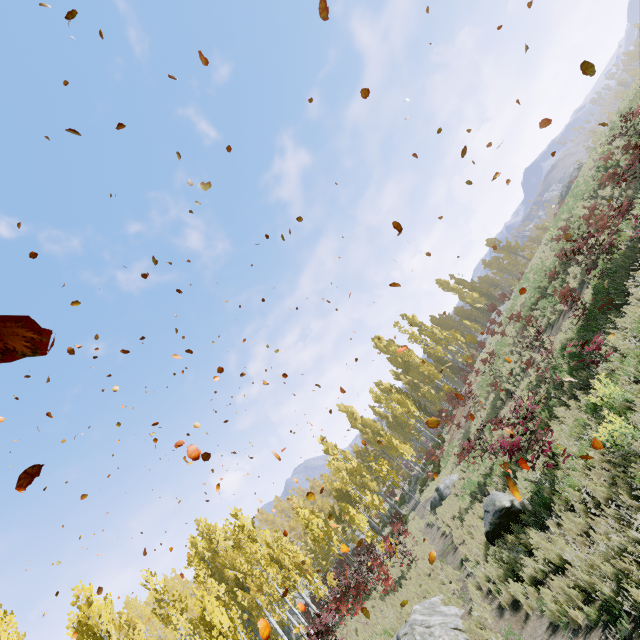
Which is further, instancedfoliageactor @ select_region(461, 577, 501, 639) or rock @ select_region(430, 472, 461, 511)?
rock @ select_region(430, 472, 461, 511)

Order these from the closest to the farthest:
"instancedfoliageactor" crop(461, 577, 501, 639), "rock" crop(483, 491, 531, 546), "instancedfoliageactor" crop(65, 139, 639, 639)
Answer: "instancedfoliageactor" crop(461, 577, 501, 639) < "instancedfoliageactor" crop(65, 139, 639, 639) < "rock" crop(483, 491, 531, 546)

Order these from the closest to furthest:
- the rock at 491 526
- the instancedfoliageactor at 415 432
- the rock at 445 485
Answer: the instancedfoliageactor at 415 432
the rock at 491 526
the rock at 445 485

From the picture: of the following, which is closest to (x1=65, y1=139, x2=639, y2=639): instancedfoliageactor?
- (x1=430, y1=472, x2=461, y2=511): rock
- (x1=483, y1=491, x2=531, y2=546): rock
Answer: (x1=430, y1=472, x2=461, y2=511): rock

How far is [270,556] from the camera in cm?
2202

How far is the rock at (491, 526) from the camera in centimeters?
949cm

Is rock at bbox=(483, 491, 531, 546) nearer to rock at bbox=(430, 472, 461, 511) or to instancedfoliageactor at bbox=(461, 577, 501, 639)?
instancedfoliageactor at bbox=(461, 577, 501, 639)
